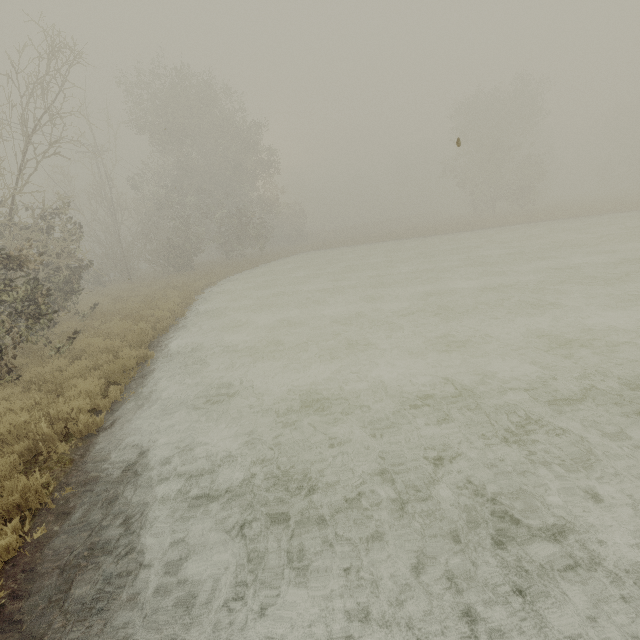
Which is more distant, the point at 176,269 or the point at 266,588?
the point at 176,269
